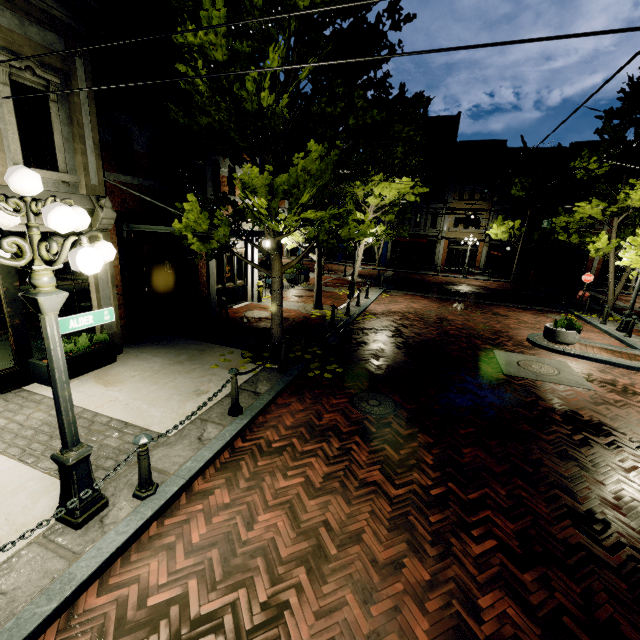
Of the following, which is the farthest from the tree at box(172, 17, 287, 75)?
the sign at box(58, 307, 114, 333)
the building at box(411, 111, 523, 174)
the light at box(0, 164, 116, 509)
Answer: the sign at box(58, 307, 114, 333)

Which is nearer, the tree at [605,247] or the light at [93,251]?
the light at [93,251]

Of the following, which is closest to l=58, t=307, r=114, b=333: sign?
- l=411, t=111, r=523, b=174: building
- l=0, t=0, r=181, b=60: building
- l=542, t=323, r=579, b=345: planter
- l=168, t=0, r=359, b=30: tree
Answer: l=168, t=0, r=359, b=30: tree

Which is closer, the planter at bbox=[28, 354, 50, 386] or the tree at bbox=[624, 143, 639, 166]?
the planter at bbox=[28, 354, 50, 386]

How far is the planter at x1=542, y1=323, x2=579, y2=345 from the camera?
10.8m

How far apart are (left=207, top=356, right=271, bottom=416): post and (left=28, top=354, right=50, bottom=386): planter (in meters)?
3.60

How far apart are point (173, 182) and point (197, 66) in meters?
5.0

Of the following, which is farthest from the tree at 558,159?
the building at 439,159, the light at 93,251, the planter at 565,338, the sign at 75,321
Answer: the planter at 565,338
